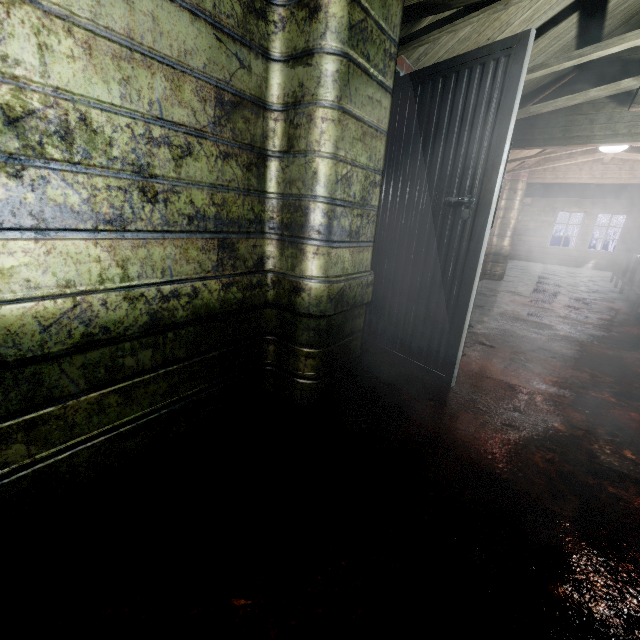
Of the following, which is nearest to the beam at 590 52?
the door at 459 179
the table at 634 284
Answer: the door at 459 179

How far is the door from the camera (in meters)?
1.68

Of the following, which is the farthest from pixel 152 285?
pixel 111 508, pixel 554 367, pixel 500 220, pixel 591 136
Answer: pixel 500 220

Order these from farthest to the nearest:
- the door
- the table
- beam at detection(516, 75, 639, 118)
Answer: the table < beam at detection(516, 75, 639, 118) < the door

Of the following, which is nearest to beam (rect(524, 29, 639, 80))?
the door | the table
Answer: the door

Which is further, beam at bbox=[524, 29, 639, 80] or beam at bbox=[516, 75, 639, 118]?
beam at bbox=[516, 75, 639, 118]
